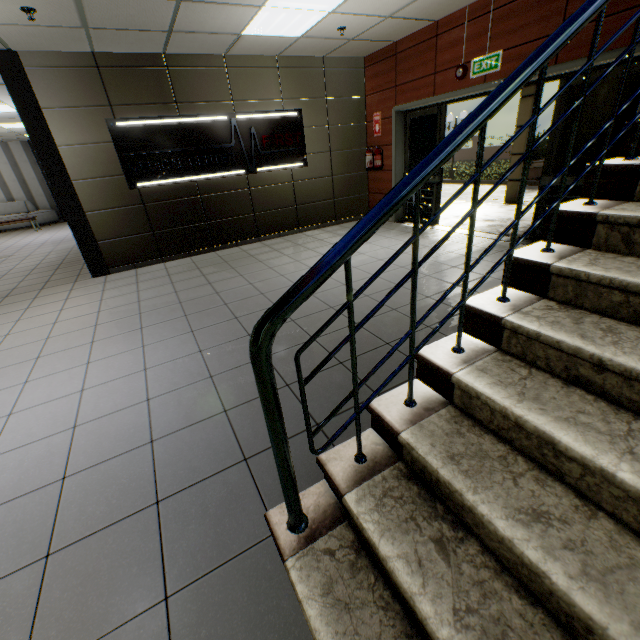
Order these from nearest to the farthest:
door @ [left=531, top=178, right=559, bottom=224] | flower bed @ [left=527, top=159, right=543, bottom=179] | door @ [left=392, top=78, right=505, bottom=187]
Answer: door @ [left=531, top=178, right=559, bottom=224]
door @ [left=392, top=78, right=505, bottom=187]
flower bed @ [left=527, top=159, right=543, bottom=179]

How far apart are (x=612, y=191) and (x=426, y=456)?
1.66m

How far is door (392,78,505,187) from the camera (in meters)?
5.21

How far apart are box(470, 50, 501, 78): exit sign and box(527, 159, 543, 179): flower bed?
12.3 meters

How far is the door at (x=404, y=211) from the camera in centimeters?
722cm

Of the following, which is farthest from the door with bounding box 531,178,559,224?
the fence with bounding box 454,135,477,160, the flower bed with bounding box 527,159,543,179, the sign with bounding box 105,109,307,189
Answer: the fence with bounding box 454,135,477,160

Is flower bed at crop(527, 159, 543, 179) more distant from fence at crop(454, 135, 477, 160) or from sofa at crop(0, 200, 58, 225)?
sofa at crop(0, 200, 58, 225)

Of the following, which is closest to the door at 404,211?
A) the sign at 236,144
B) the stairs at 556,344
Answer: the stairs at 556,344
